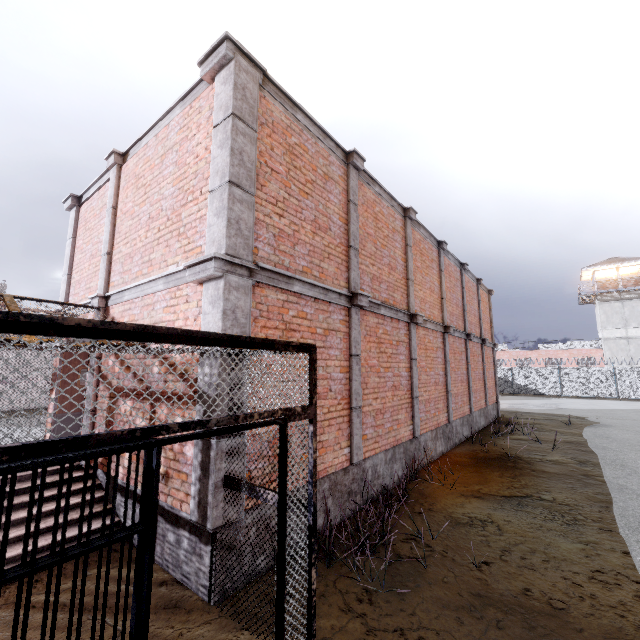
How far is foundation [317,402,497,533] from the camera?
5.4m

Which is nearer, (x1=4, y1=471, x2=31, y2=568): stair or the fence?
(x1=4, y1=471, x2=31, y2=568): stair

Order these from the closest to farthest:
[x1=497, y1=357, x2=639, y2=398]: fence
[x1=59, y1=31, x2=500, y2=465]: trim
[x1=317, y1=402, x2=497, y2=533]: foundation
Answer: [x1=59, y1=31, x2=500, y2=465]: trim < [x1=317, y1=402, x2=497, y2=533]: foundation < [x1=497, y1=357, x2=639, y2=398]: fence

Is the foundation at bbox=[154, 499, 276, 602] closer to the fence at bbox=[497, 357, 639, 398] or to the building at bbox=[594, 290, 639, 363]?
the fence at bbox=[497, 357, 639, 398]

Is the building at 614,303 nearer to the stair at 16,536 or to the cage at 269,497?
the cage at 269,497

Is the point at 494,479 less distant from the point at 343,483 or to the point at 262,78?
the point at 343,483

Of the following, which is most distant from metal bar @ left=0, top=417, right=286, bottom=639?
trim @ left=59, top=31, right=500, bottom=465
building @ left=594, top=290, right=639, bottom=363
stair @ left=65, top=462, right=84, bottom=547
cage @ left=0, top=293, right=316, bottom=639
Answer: building @ left=594, top=290, right=639, bottom=363

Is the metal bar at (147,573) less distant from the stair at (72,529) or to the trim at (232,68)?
the trim at (232,68)
